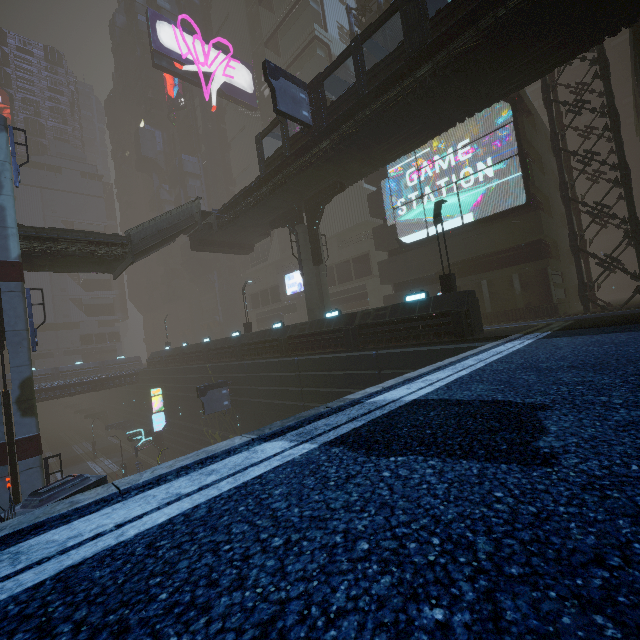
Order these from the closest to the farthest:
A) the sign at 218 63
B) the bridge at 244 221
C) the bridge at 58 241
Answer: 1. the bridge at 244 221
2. the bridge at 58 241
3. the sign at 218 63

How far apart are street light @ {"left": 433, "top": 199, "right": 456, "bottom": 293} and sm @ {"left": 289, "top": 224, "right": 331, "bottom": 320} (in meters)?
9.38

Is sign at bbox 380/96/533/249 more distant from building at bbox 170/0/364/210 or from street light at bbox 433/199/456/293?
street light at bbox 433/199/456/293

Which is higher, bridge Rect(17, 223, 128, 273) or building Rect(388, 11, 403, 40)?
building Rect(388, 11, 403, 40)

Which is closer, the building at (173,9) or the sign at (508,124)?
the sign at (508,124)

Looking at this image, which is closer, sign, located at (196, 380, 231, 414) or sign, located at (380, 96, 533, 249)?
sign, located at (380, 96, 533, 249)

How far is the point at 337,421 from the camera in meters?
3.7 m

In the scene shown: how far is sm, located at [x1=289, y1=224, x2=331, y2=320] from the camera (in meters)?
22.91
